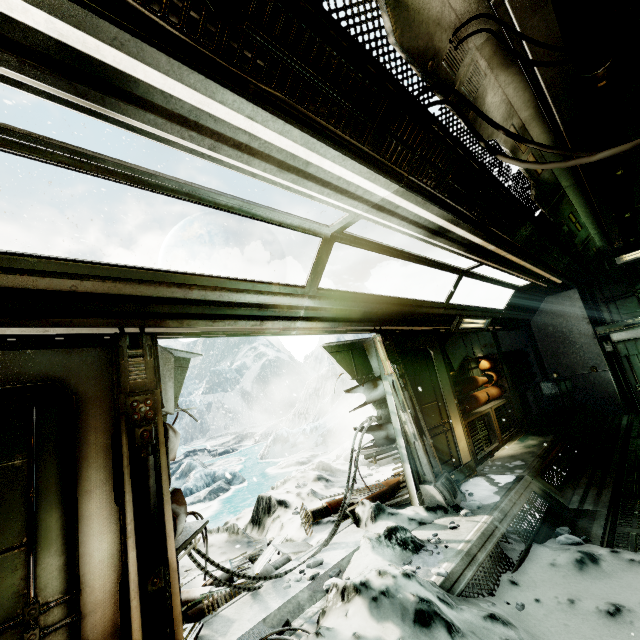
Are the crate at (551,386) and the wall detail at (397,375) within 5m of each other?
no

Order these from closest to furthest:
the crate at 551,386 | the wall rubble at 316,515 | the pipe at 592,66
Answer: the pipe at 592,66
the wall rubble at 316,515
the crate at 551,386

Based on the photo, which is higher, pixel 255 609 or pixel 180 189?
pixel 180 189

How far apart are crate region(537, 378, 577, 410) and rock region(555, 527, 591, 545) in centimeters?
679cm

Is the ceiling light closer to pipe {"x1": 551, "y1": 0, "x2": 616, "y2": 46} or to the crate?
pipe {"x1": 551, "y1": 0, "x2": 616, "y2": 46}

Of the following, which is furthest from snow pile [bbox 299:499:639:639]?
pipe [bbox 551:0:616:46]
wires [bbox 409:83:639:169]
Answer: pipe [bbox 551:0:616:46]

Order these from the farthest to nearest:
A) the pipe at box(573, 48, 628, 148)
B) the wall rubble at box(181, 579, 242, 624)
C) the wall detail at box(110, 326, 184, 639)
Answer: the wall rubble at box(181, 579, 242, 624) < the pipe at box(573, 48, 628, 148) < the wall detail at box(110, 326, 184, 639)

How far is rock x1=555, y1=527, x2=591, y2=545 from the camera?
3.9 meters
